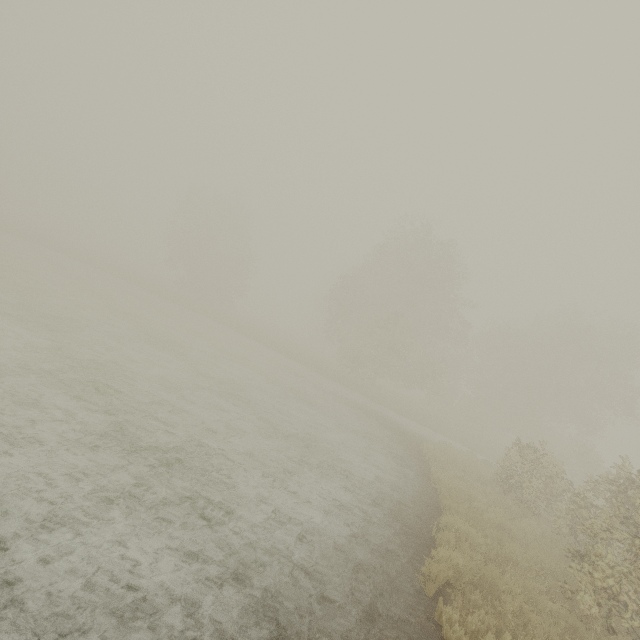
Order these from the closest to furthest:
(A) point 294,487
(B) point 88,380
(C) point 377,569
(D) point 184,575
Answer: (D) point 184,575, (C) point 377,569, (A) point 294,487, (B) point 88,380
